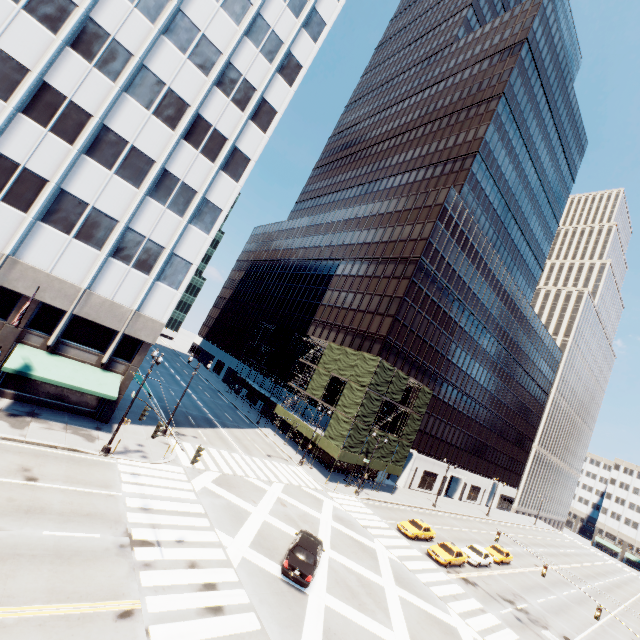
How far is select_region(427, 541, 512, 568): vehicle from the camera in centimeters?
2920cm

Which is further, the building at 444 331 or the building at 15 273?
the building at 444 331

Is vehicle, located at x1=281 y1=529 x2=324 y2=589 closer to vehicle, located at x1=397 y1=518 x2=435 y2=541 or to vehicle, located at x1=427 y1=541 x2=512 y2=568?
vehicle, located at x1=397 y1=518 x2=435 y2=541

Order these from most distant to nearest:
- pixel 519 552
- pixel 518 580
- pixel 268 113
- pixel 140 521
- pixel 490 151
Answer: pixel 490 151
pixel 519 552
pixel 518 580
pixel 268 113
pixel 140 521

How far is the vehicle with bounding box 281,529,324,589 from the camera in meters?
17.0

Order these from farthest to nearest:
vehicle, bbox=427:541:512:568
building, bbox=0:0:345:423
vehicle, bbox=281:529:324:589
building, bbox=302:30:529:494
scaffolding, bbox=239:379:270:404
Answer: scaffolding, bbox=239:379:270:404 < building, bbox=302:30:529:494 < vehicle, bbox=427:541:512:568 < building, bbox=0:0:345:423 < vehicle, bbox=281:529:324:589

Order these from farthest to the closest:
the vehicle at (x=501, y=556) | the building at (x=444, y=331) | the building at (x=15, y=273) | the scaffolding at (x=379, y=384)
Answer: the building at (x=444, y=331) → the scaffolding at (x=379, y=384) → the vehicle at (x=501, y=556) → the building at (x=15, y=273)

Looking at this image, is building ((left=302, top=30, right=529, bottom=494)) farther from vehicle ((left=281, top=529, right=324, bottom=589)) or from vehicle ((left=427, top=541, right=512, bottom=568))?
vehicle ((left=281, top=529, right=324, bottom=589))
